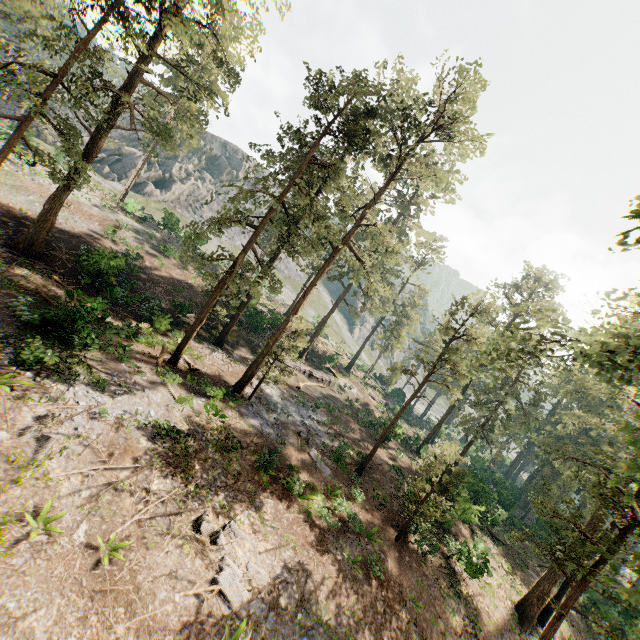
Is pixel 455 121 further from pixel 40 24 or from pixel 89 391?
pixel 40 24

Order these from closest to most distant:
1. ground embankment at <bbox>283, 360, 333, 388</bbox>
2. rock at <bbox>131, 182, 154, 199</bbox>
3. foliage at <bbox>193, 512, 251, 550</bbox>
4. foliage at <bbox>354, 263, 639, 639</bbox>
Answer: foliage at <bbox>354, 263, 639, 639</bbox> < foliage at <bbox>193, 512, 251, 550</bbox> < ground embankment at <bbox>283, 360, 333, 388</bbox> < rock at <bbox>131, 182, 154, 199</bbox>

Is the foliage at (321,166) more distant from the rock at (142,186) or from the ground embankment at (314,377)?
the rock at (142,186)

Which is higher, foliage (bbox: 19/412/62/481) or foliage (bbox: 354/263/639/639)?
foliage (bbox: 354/263/639/639)

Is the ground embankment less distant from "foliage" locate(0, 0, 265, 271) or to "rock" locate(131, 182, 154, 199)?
"foliage" locate(0, 0, 265, 271)

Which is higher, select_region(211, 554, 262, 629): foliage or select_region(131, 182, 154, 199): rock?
select_region(131, 182, 154, 199): rock

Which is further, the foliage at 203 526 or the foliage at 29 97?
the foliage at 29 97
